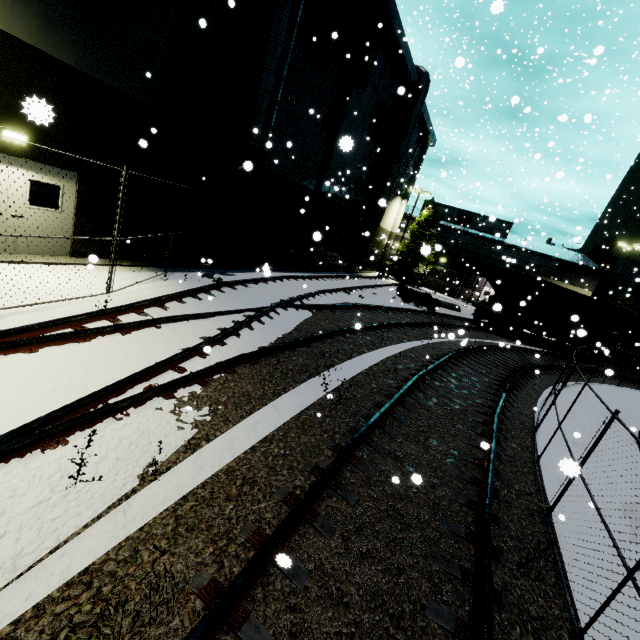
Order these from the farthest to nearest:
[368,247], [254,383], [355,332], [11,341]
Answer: [368,247]
[355,332]
[254,383]
[11,341]

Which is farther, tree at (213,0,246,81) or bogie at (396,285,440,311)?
bogie at (396,285,440,311)

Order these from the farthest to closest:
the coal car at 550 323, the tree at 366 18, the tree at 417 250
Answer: the tree at 417 250, the coal car at 550 323, the tree at 366 18

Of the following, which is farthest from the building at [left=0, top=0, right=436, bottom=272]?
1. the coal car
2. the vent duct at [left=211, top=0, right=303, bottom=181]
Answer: the coal car

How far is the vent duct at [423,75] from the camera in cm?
2428

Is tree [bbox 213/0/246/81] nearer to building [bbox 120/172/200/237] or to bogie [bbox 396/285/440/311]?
building [bbox 120/172/200/237]

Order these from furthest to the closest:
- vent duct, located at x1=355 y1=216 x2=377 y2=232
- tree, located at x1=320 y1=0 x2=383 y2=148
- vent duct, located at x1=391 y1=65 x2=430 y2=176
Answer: vent duct, located at x1=355 y1=216 x2=377 y2=232, vent duct, located at x1=391 y1=65 x2=430 y2=176, tree, located at x1=320 y1=0 x2=383 y2=148
